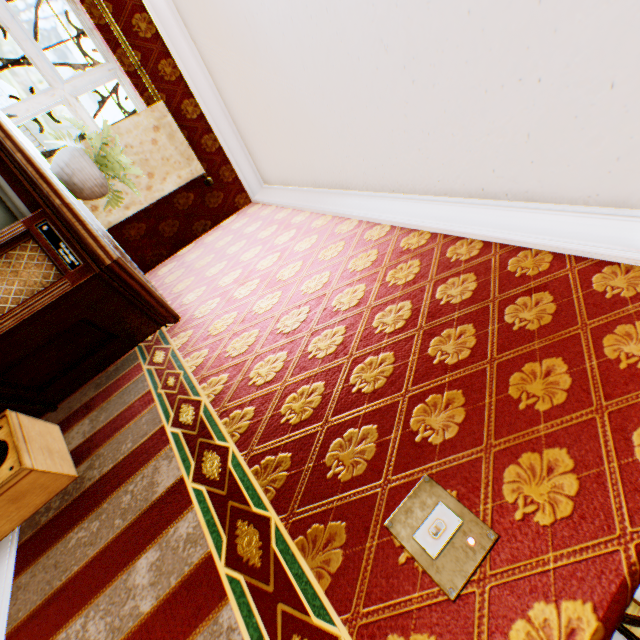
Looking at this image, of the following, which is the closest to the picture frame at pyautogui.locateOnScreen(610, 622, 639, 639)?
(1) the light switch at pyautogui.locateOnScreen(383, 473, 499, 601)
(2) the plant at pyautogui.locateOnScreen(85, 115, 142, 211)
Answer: (1) the light switch at pyautogui.locateOnScreen(383, 473, 499, 601)

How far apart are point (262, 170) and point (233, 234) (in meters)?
0.94

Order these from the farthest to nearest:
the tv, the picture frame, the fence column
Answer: the fence column
the picture frame
the tv

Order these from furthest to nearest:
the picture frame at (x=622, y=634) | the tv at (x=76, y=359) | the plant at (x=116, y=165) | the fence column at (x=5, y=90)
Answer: the fence column at (x=5, y=90)
the picture frame at (x=622, y=634)
the plant at (x=116, y=165)
the tv at (x=76, y=359)

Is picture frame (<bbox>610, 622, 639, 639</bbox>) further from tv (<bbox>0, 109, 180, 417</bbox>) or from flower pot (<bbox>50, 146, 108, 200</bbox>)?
flower pot (<bbox>50, 146, 108, 200</bbox>)

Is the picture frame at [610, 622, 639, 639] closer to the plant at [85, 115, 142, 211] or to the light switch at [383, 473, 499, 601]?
the light switch at [383, 473, 499, 601]

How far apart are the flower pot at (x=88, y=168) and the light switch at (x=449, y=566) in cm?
263

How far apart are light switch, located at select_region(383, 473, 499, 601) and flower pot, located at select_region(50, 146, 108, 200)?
2.63m
